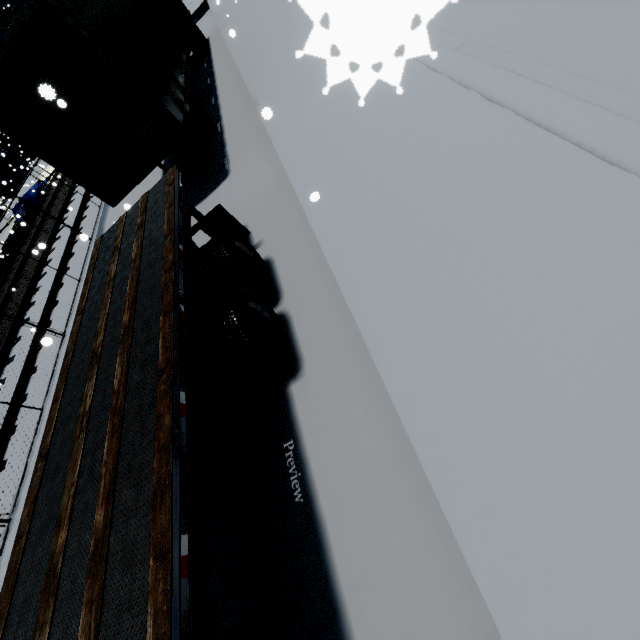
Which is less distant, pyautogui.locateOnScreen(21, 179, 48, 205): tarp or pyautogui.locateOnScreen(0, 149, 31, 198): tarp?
pyautogui.locateOnScreen(0, 149, 31, 198): tarp

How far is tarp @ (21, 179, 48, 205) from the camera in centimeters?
2223cm

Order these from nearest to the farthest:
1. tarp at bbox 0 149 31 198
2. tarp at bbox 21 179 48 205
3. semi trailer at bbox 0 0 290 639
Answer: semi trailer at bbox 0 0 290 639, tarp at bbox 0 149 31 198, tarp at bbox 21 179 48 205

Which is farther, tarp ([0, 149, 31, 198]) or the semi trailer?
tarp ([0, 149, 31, 198])

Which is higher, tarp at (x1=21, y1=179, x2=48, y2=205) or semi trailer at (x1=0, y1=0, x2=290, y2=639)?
semi trailer at (x1=0, y1=0, x2=290, y2=639)

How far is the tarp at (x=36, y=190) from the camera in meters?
22.2

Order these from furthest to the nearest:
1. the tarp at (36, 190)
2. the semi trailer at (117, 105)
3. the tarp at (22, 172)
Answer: the tarp at (36, 190) → the tarp at (22, 172) → the semi trailer at (117, 105)

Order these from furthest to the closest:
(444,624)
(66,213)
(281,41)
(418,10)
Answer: (66,213), (281,41), (444,624), (418,10)
